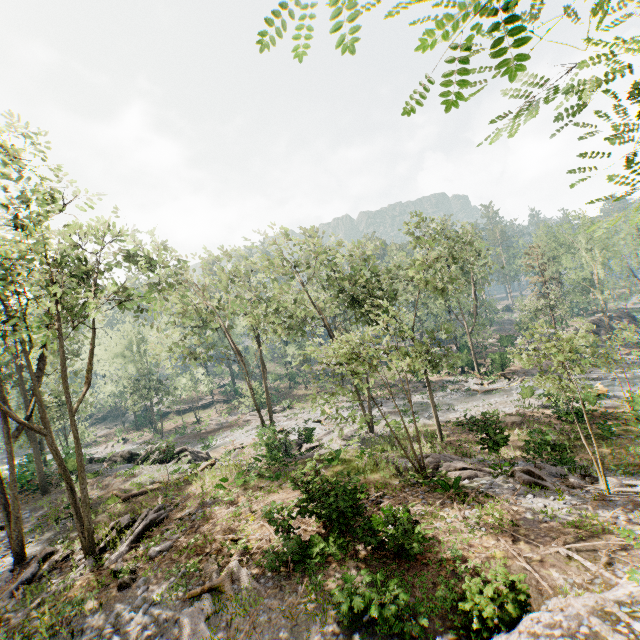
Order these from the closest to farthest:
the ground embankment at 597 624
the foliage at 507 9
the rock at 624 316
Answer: the foliage at 507 9 < the ground embankment at 597 624 < the rock at 624 316

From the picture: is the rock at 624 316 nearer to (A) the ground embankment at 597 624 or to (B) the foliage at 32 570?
(B) the foliage at 32 570

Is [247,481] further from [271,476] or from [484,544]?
[484,544]

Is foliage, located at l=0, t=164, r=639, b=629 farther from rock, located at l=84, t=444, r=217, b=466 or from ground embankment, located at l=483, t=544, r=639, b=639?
ground embankment, located at l=483, t=544, r=639, b=639

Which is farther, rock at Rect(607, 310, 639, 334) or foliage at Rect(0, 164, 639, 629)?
rock at Rect(607, 310, 639, 334)

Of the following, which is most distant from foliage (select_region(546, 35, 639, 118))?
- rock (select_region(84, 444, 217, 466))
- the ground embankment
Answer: the ground embankment

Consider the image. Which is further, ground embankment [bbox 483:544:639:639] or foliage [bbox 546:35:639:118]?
ground embankment [bbox 483:544:639:639]
